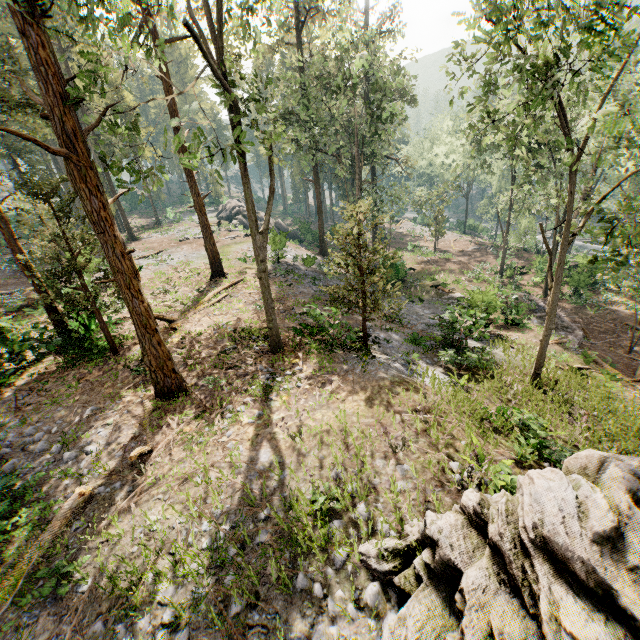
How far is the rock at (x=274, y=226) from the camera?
26.3m

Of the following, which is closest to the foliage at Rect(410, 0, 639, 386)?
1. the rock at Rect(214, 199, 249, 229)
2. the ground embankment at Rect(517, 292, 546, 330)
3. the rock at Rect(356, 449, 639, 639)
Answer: the rock at Rect(356, 449, 639, 639)

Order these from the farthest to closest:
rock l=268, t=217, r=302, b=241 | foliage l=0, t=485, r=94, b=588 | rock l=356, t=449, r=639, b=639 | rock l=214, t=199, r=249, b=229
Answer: rock l=214, t=199, r=249, b=229 < rock l=268, t=217, r=302, b=241 < foliage l=0, t=485, r=94, b=588 < rock l=356, t=449, r=639, b=639

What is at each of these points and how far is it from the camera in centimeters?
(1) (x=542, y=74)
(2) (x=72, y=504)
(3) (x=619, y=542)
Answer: (1) foliage, 788cm
(2) foliage, 784cm
(3) rock, 423cm

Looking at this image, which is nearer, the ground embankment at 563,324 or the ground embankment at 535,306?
the ground embankment at 563,324

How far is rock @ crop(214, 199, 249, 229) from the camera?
44.9m
